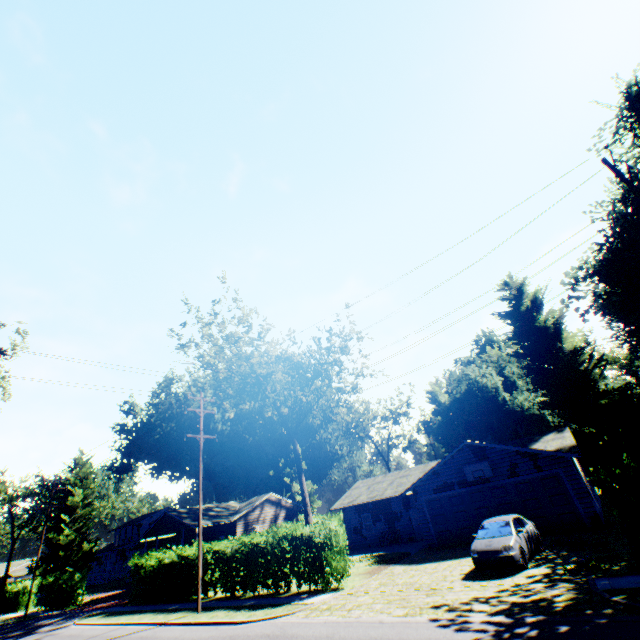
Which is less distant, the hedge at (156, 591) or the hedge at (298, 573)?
the hedge at (298, 573)

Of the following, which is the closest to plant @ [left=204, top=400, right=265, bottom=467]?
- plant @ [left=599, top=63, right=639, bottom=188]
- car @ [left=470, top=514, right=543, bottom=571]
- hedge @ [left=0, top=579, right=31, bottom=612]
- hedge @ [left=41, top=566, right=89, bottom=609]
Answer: hedge @ [left=0, top=579, right=31, bottom=612]

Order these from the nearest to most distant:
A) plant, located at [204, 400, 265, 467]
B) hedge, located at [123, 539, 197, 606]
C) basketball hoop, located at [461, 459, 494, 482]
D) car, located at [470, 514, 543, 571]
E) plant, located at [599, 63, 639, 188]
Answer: car, located at [470, 514, 543, 571] < basketball hoop, located at [461, 459, 494, 482] < hedge, located at [123, 539, 197, 606] < plant, located at [599, 63, 639, 188] < plant, located at [204, 400, 265, 467]

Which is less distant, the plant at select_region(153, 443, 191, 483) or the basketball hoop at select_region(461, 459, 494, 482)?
the basketball hoop at select_region(461, 459, 494, 482)

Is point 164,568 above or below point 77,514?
below

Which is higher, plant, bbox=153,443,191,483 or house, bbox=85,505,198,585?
plant, bbox=153,443,191,483

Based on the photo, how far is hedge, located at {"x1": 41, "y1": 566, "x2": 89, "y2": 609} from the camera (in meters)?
30.55

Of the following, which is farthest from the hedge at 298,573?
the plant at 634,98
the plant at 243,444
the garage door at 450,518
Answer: the plant at 634,98
